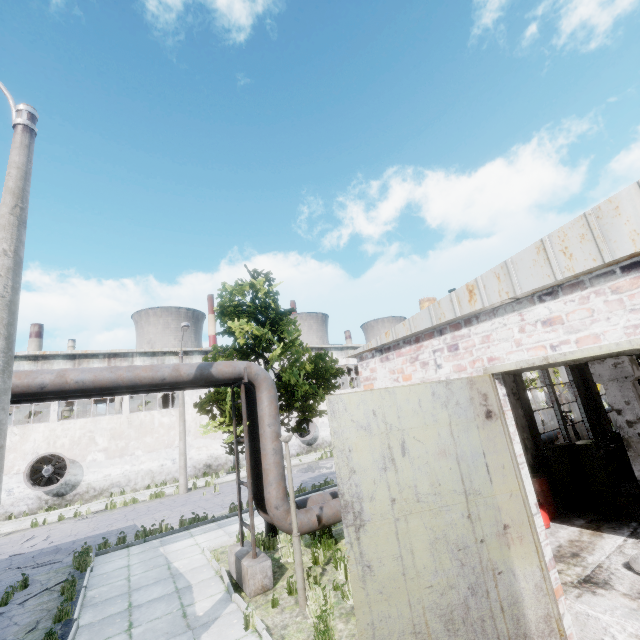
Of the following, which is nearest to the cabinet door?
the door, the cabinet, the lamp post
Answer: the cabinet

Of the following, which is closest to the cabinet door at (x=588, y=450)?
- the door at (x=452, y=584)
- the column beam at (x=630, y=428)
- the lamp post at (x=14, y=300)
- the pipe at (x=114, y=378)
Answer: the column beam at (x=630, y=428)

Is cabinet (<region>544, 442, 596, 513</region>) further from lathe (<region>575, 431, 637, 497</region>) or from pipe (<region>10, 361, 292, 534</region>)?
pipe (<region>10, 361, 292, 534</region>)

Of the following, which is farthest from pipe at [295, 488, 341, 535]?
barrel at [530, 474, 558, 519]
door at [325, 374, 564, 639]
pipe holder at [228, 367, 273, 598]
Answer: door at [325, 374, 564, 639]

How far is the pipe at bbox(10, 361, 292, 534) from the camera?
6.6 meters

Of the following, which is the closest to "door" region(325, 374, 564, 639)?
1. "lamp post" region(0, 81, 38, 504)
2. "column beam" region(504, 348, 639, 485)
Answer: "lamp post" region(0, 81, 38, 504)

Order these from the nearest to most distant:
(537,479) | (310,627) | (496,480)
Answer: (496,480) < (310,627) < (537,479)

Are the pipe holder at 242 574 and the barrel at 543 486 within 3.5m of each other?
no
